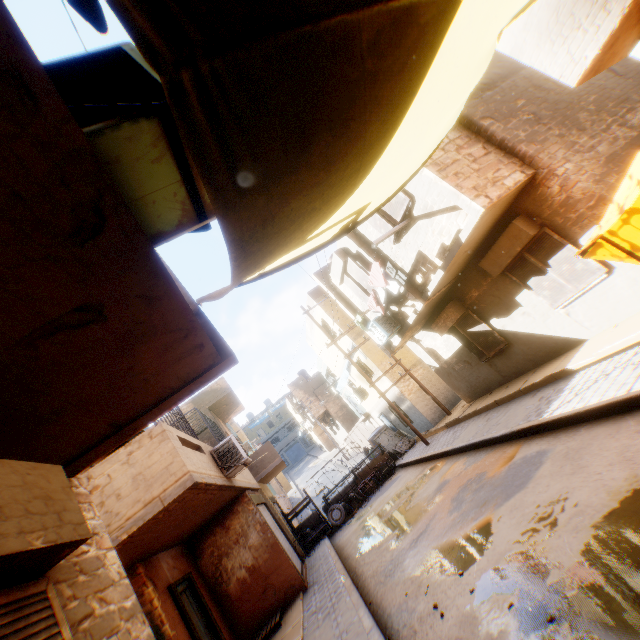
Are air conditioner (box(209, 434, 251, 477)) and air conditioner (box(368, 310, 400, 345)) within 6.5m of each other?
yes

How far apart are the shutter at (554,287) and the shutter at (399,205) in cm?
300

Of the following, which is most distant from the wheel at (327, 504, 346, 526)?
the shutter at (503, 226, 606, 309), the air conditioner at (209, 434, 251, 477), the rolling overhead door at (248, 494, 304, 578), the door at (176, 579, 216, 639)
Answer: the shutter at (503, 226, 606, 309)

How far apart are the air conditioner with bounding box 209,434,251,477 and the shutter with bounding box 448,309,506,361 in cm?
787

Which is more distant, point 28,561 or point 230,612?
point 230,612

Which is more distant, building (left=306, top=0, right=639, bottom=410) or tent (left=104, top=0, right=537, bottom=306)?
building (left=306, top=0, right=639, bottom=410)

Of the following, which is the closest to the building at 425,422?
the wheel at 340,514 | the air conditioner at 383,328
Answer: the air conditioner at 383,328

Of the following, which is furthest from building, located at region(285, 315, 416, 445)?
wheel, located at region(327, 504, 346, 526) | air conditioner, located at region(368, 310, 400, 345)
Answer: wheel, located at region(327, 504, 346, 526)
